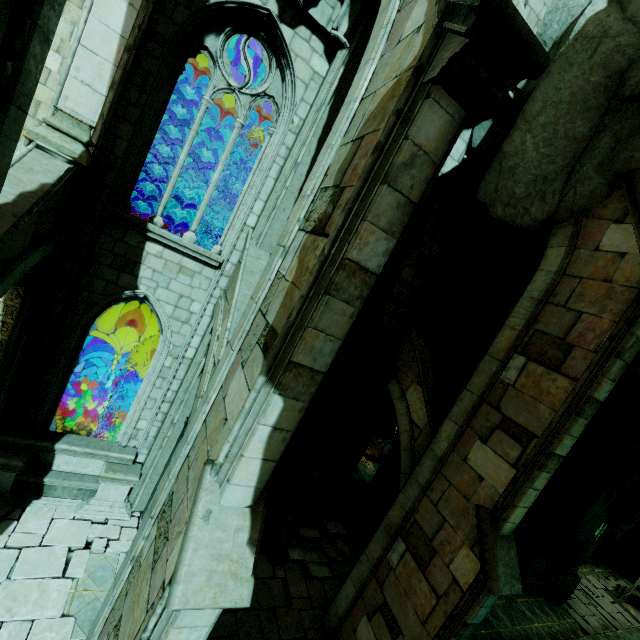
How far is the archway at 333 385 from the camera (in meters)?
10.30

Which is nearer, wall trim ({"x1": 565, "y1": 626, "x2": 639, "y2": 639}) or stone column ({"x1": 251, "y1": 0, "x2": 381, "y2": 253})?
stone column ({"x1": 251, "y1": 0, "x2": 381, "y2": 253})

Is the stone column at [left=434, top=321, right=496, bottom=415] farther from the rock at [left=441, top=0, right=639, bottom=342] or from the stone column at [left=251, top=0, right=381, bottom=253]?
the stone column at [left=251, top=0, right=381, bottom=253]

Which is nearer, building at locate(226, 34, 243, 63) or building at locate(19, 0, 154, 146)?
building at locate(19, 0, 154, 146)

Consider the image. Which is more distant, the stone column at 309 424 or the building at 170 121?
the stone column at 309 424

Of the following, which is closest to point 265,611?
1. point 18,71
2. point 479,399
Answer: point 479,399

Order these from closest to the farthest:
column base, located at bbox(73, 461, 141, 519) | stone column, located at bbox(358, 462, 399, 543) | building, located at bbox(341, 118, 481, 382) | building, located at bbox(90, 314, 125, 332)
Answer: column base, located at bbox(73, 461, 141, 519), building, located at bbox(341, 118, 481, 382), stone column, located at bbox(358, 462, 399, 543), building, located at bbox(90, 314, 125, 332)

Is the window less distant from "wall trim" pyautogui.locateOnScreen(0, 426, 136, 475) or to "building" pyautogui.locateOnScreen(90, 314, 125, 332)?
"wall trim" pyautogui.locateOnScreen(0, 426, 136, 475)
